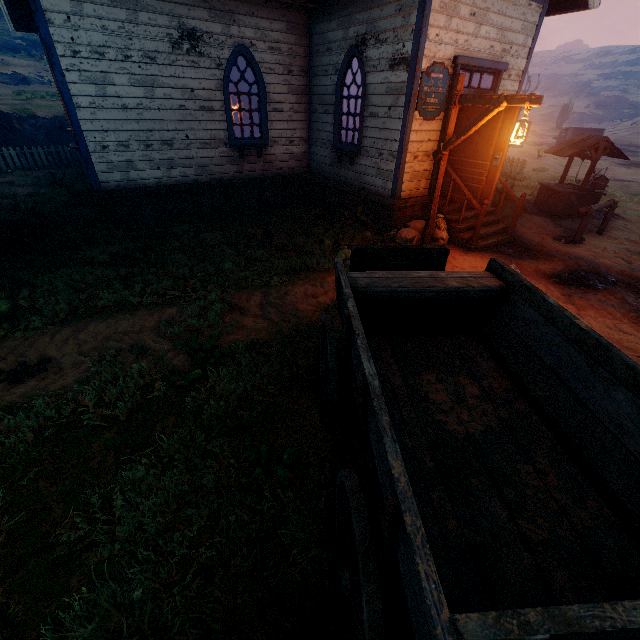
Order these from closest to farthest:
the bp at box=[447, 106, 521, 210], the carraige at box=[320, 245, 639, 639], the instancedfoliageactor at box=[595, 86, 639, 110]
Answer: the carraige at box=[320, 245, 639, 639] < the bp at box=[447, 106, 521, 210] < the instancedfoliageactor at box=[595, 86, 639, 110]

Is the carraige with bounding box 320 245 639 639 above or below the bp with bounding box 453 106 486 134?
below

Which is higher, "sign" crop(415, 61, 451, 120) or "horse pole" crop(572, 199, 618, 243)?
"sign" crop(415, 61, 451, 120)

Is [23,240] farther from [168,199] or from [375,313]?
[375,313]

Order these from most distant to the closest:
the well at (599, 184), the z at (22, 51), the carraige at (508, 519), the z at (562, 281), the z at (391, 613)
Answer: the z at (22, 51) → the well at (599, 184) → the z at (562, 281) → the z at (391, 613) → the carraige at (508, 519)

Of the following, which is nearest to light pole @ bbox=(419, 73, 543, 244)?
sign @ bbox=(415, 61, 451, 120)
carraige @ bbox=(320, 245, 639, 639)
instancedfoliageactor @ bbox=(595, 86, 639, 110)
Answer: sign @ bbox=(415, 61, 451, 120)

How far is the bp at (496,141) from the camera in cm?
653

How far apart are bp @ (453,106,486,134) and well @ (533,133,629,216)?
4.9 meters
